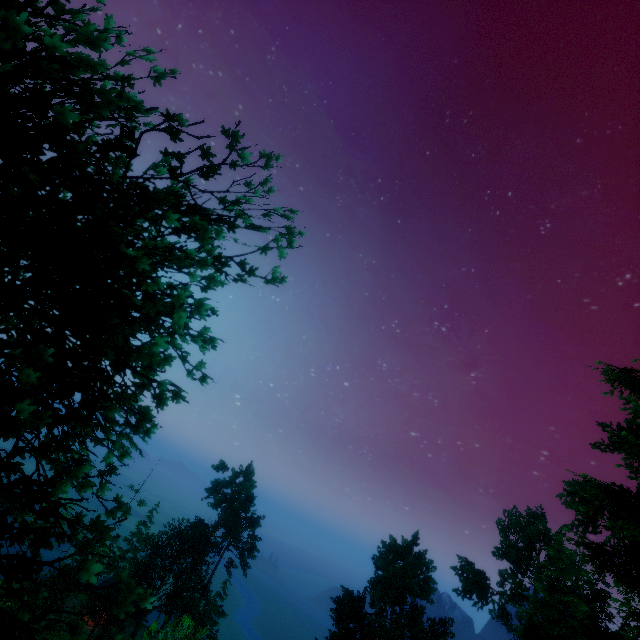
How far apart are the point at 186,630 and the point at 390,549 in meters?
28.8

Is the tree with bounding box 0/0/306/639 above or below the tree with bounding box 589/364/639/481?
below

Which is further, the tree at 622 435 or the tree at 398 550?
the tree at 398 550

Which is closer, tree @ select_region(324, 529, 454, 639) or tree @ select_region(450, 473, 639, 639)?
tree @ select_region(450, 473, 639, 639)

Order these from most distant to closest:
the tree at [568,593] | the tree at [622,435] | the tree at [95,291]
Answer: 1. the tree at [622,435]
2. the tree at [568,593]
3. the tree at [95,291]

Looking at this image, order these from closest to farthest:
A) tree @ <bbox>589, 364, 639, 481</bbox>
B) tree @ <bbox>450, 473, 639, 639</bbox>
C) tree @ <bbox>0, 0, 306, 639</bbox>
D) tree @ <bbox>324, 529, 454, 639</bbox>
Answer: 1. tree @ <bbox>0, 0, 306, 639</bbox>
2. tree @ <bbox>450, 473, 639, 639</bbox>
3. tree @ <bbox>589, 364, 639, 481</bbox>
4. tree @ <bbox>324, 529, 454, 639</bbox>
